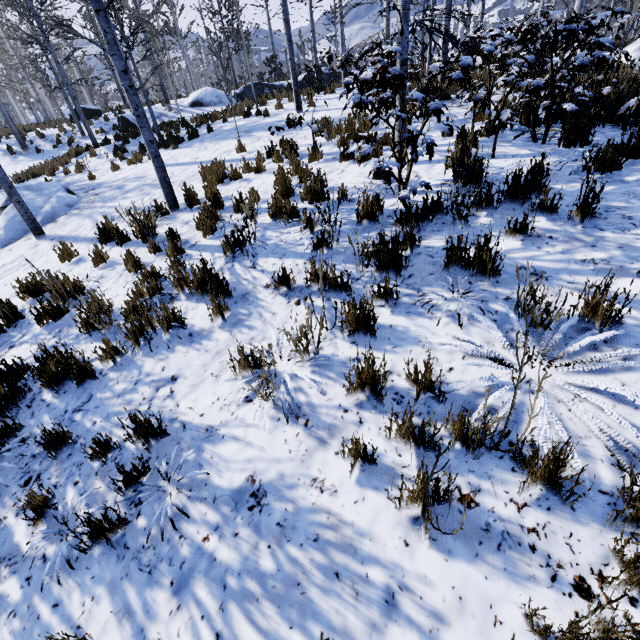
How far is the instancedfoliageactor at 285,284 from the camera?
3.7m

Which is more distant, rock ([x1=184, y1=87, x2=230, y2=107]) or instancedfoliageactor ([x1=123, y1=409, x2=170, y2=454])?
rock ([x1=184, y1=87, x2=230, y2=107])

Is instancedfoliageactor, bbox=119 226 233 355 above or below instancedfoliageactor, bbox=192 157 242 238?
below

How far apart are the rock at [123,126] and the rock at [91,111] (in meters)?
3.88

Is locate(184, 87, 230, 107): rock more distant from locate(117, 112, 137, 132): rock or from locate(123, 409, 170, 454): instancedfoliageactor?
locate(123, 409, 170, 454): instancedfoliageactor

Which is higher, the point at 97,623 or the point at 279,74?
the point at 279,74

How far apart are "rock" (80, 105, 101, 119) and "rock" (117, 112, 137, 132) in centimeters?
388cm

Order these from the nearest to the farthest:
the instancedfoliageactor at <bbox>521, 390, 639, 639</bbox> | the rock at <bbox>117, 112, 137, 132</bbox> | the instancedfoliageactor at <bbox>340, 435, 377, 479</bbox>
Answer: the instancedfoliageactor at <bbox>521, 390, 639, 639</bbox> < the instancedfoliageactor at <bbox>340, 435, 377, 479</bbox> < the rock at <bbox>117, 112, 137, 132</bbox>
